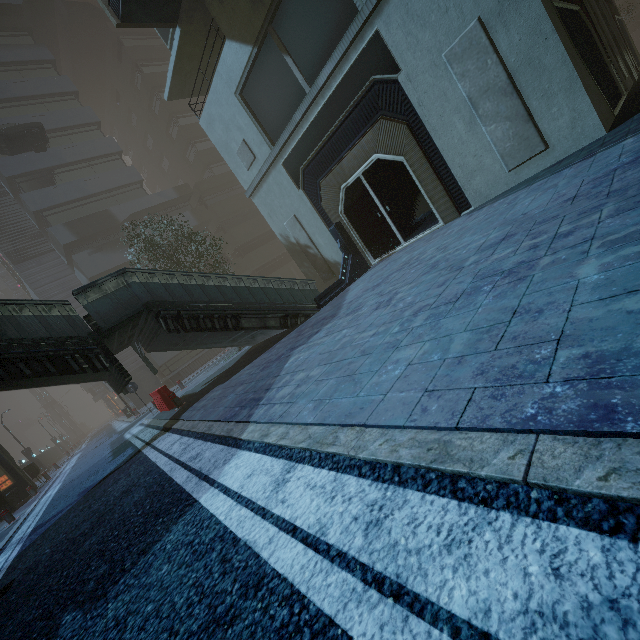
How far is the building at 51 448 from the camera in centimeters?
3581cm

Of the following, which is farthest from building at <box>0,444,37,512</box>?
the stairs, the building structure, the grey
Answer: the stairs

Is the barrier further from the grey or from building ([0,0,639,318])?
the grey

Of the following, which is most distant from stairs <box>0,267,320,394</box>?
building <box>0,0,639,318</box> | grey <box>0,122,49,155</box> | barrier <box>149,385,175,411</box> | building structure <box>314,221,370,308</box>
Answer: grey <box>0,122,49,155</box>

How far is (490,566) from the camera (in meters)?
1.21

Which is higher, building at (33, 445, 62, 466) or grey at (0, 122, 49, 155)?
grey at (0, 122, 49, 155)

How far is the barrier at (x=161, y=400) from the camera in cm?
1215
